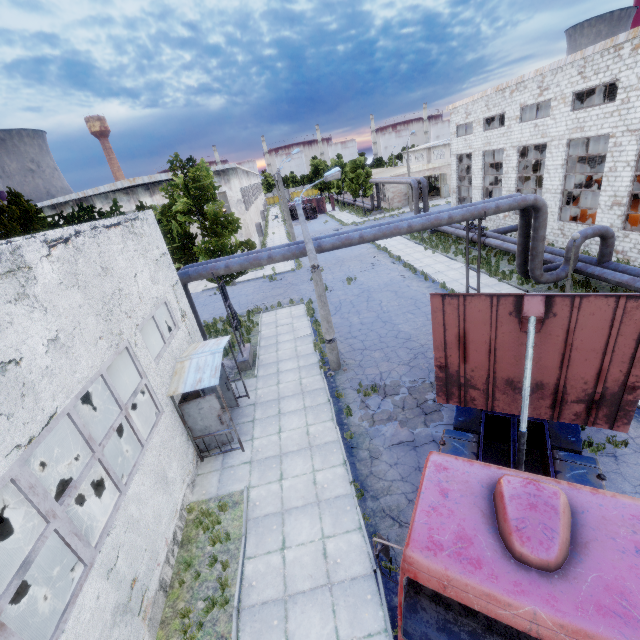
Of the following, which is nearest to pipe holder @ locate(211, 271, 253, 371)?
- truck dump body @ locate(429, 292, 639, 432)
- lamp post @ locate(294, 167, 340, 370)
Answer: lamp post @ locate(294, 167, 340, 370)

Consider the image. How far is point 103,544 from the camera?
6.0m

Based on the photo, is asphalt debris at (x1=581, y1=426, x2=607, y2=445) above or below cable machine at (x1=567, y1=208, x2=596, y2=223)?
below

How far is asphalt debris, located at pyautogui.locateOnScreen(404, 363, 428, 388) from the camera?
12.5m

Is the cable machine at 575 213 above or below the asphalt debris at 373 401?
above

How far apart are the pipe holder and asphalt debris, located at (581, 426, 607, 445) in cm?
1244

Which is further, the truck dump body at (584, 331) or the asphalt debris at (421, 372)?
the asphalt debris at (421, 372)

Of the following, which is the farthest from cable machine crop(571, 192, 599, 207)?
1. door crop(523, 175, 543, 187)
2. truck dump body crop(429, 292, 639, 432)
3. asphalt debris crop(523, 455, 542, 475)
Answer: asphalt debris crop(523, 455, 542, 475)
